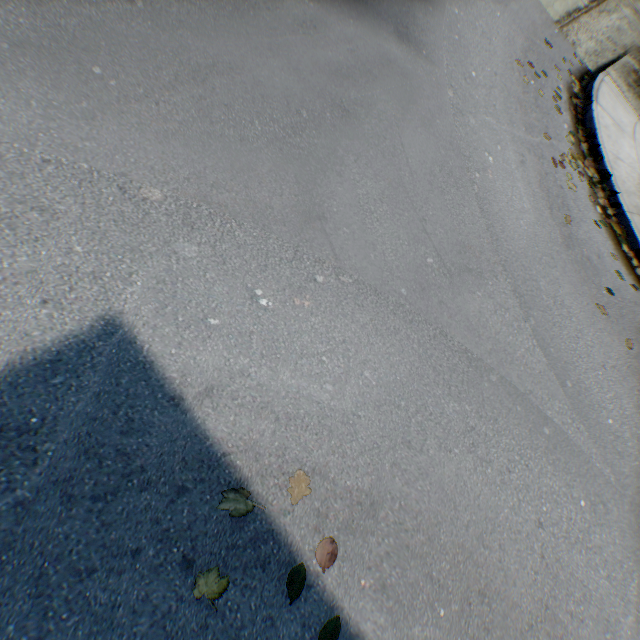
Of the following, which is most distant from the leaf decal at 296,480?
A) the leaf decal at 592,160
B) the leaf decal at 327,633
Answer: the leaf decal at 592,160

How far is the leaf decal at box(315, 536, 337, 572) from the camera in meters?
2.2 m

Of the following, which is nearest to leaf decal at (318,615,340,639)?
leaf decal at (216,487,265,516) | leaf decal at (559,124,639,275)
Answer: leaf decal at (216,487,265,516)

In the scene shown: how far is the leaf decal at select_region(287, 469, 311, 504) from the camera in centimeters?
221cm

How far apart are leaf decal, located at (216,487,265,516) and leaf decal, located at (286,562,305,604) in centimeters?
50cm

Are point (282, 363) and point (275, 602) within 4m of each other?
yes

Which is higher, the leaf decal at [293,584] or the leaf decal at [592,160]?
the leaf decal at [592,160]

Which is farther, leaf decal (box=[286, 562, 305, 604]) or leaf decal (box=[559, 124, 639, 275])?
leaf decal (box=[559, 124, 639, 275])
